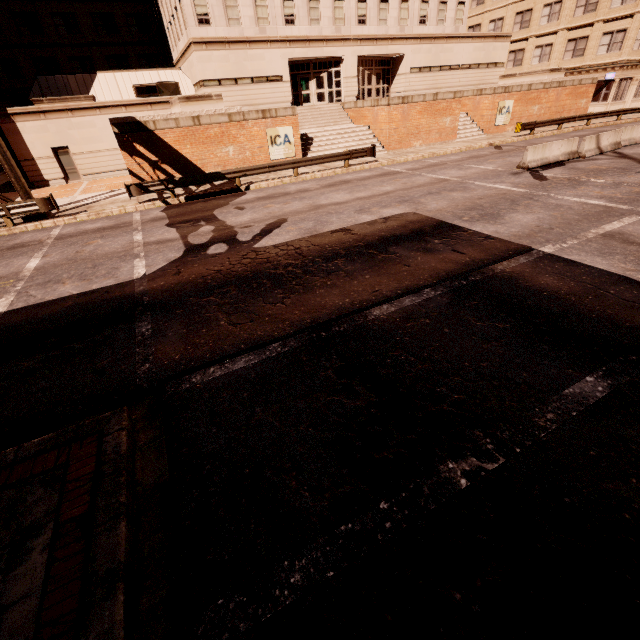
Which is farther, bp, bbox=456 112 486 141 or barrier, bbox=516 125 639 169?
bp, bbox=456 112 486 141

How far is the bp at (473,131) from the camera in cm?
2694

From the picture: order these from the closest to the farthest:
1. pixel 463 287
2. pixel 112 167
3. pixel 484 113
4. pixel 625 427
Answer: pixel 625 427
pixel 463 287
pixel 112 167
pixel 484 113

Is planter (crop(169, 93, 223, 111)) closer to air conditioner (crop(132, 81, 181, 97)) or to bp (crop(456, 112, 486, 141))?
air conditioner (crop(132, 81, 181, 97))

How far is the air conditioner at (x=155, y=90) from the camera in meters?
25.2 m

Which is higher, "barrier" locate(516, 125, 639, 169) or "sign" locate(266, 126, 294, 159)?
"sign" locate(266, 126, 294, 159)

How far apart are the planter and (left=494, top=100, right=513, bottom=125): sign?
22.5m

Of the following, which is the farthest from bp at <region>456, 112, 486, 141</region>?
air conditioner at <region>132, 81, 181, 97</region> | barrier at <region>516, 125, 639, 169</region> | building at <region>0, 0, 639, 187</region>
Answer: air conditioner at <region>132, 81, 181, 97</region>
